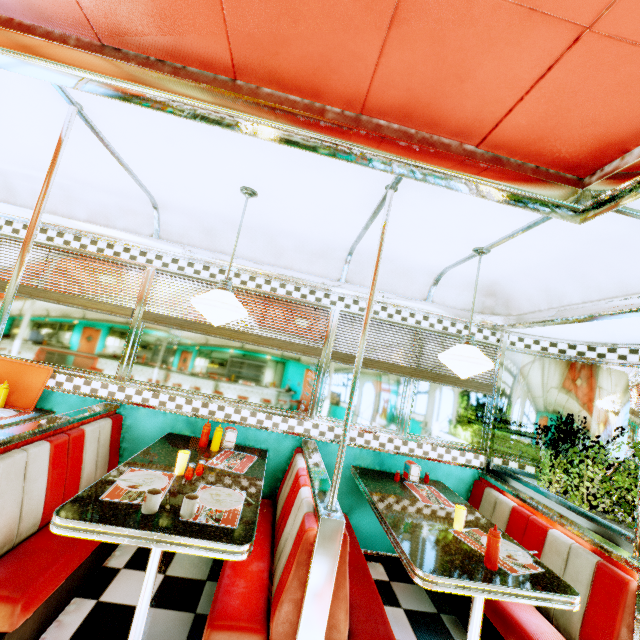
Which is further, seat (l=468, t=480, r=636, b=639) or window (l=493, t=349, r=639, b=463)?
window (l=493, t=349, r=639, b=463)

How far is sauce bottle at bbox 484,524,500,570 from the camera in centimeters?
190cm

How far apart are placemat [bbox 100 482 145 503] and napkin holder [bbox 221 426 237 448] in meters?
0.8 m

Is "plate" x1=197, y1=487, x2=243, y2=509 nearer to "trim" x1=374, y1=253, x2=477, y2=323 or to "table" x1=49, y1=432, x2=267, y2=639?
"table" x1=49, y1=432, x2=267, y2=639

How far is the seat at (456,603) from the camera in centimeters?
264cm

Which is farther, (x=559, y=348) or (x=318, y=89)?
(x=559, y=348)

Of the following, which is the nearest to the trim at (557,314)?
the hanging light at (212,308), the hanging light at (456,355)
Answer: the hanging light at (456,355)

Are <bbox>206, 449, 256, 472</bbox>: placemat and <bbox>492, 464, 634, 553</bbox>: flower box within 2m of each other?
no
